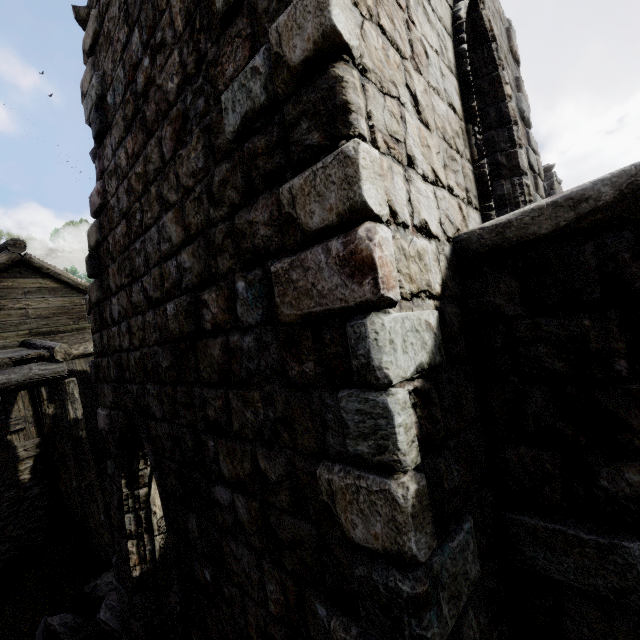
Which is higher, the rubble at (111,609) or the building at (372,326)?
the building at (372,326)

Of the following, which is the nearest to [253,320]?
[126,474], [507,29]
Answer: [126,474]

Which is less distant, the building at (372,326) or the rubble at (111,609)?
the building at (372,326)

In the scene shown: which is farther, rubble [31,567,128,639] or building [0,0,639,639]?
rubble [31,567,128,639]

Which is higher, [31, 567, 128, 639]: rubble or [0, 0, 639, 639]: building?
[0, 0, 639, 639]: building
